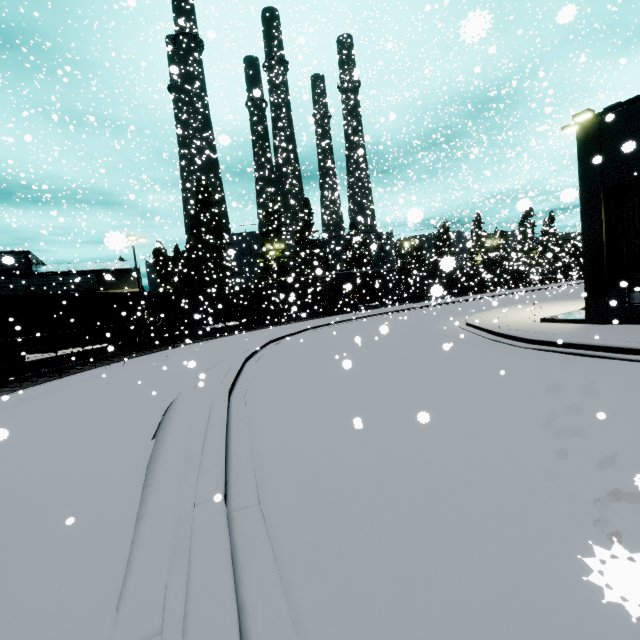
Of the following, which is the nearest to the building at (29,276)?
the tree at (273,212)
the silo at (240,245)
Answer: the silo at (240,245)

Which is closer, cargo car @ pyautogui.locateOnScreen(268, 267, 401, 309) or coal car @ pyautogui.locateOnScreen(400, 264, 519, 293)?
coal car @ pyautogui.locateOnScreen(400, 264, 519, 293)

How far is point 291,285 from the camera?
39.31m

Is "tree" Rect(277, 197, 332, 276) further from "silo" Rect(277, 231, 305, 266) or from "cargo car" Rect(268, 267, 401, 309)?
"cargo car" Rect(268, 267, 401, 309)

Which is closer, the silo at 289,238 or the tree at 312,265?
the tree at 312,265

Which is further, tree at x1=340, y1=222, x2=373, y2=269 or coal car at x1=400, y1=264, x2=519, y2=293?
tree at x1=340, y1=222, x2=373, y2=269

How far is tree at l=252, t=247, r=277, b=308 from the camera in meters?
36.9
